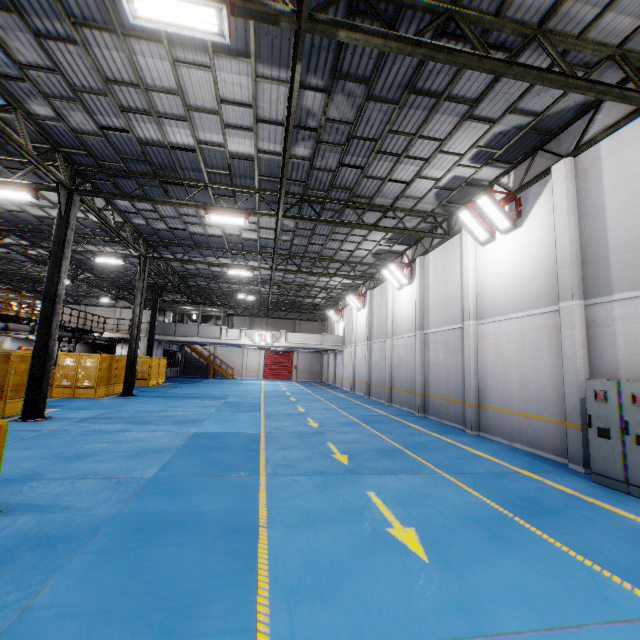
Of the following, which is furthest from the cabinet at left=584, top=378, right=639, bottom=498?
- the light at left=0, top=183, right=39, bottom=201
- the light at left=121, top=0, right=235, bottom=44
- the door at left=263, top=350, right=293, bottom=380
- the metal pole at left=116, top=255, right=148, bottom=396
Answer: the door at left=263, top=350, right=293, bottom=380

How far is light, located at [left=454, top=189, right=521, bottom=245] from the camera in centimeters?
1028cm

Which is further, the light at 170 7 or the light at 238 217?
the light at 238 217

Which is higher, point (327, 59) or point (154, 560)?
point (327, 59)

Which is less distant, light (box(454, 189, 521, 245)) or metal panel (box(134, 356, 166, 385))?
light (box(454, 189, 521, 245))

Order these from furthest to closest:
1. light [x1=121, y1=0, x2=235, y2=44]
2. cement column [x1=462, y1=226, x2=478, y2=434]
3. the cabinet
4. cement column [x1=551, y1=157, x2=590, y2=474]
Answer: cement column [x1=462, y1=226, x2=478, y2=434]
cement column [x1=551, y1=157, x2=590, y2=474]
the cabinet
light [x1=121, y1=0, x2=235, y2=44]

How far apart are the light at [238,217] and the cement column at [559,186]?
9.8m

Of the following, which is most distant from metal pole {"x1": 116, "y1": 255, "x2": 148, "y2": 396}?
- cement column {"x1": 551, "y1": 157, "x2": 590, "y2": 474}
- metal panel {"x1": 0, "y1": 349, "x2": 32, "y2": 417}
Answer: cement column {"x1": 551, "y1": 157, "x2": 590, "y2": 474}
